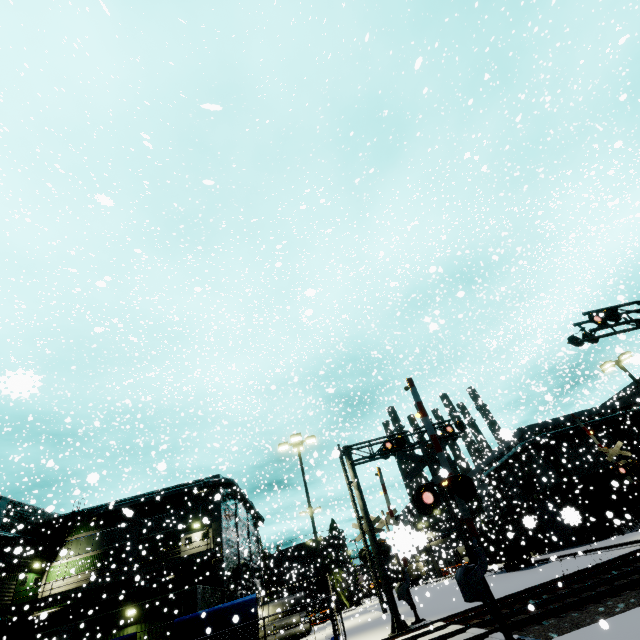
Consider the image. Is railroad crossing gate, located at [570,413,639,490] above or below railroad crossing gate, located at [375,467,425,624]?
above

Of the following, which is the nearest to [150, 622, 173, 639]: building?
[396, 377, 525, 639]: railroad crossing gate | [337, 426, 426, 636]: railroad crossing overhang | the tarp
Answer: the tarp

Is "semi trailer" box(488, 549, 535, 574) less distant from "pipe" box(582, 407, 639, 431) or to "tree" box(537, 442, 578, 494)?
"tree" box(537, 442, 578, 494)

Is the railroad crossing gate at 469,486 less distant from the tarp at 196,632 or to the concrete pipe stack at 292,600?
the tarp at 196,632

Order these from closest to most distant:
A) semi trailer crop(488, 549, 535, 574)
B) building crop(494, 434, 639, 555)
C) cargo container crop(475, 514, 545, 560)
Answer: cargo container crop(475, 514, 545, 560) → building crop(494, 434, 639, 555) → semi trailer crop(488, 549, 535, 574)

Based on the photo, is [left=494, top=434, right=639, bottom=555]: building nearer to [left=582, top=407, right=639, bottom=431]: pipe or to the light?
[left=582, top=407, right=639, bottom=431]: pipe

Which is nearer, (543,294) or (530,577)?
(543,294)

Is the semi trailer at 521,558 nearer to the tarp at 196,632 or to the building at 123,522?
the building at 123,522
